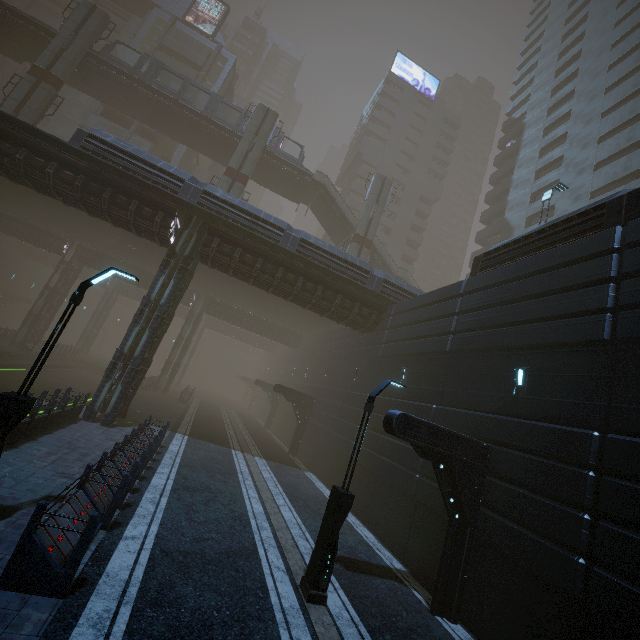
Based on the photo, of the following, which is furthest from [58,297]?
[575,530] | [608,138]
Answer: [608,138]

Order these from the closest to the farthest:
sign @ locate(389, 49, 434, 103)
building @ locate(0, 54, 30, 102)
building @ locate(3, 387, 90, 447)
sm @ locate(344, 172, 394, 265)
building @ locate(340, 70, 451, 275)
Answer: building @ locate(3, 387, 90, 447)
sm @ locate(344, 172, 394, 265)
building @ locate(0, 54, 30, 102)
building @ locate(340, 70, 451, 275)
sign @ locate(389, 49, 434, 103)

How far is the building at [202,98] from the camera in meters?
45.1

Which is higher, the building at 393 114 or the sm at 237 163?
the building at 393 114

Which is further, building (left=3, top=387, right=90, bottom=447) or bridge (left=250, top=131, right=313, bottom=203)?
bridge (left=250, top=131, right=313, bottom=203)

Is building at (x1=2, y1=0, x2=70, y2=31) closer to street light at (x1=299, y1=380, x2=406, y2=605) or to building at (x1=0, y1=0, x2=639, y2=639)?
building at (x1=0, y1=0, x2=639, y2=639)

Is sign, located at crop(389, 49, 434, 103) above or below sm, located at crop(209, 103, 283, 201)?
above

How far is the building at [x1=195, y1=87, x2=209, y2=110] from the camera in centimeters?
4509cm
